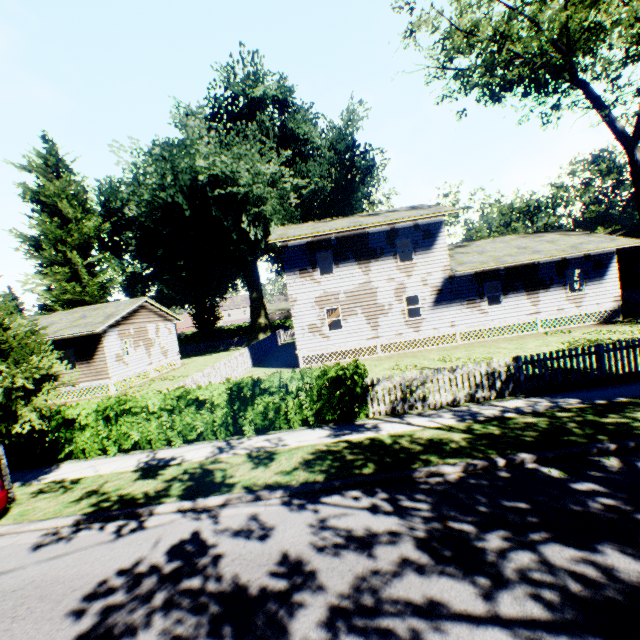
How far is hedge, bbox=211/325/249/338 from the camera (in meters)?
58.78

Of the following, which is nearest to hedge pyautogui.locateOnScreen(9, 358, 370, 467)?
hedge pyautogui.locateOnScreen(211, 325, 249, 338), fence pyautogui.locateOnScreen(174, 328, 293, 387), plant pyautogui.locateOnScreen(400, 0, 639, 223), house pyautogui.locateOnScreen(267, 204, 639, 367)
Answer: fence pyautogui.locateOnScreen(174, 328, 293, 387)

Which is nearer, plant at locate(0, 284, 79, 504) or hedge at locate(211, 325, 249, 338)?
plant at locate(0, 284, 79, 504)

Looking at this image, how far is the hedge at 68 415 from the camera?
9.93m

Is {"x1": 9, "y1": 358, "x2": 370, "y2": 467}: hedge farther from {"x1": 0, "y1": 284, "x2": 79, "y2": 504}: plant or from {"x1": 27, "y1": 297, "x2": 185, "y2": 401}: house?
{"x1": 27, "y1": 297, "x2": 185, "y2": 401}: house

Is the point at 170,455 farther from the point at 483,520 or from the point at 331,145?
the point at 331,145

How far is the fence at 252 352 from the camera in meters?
14.7 m
